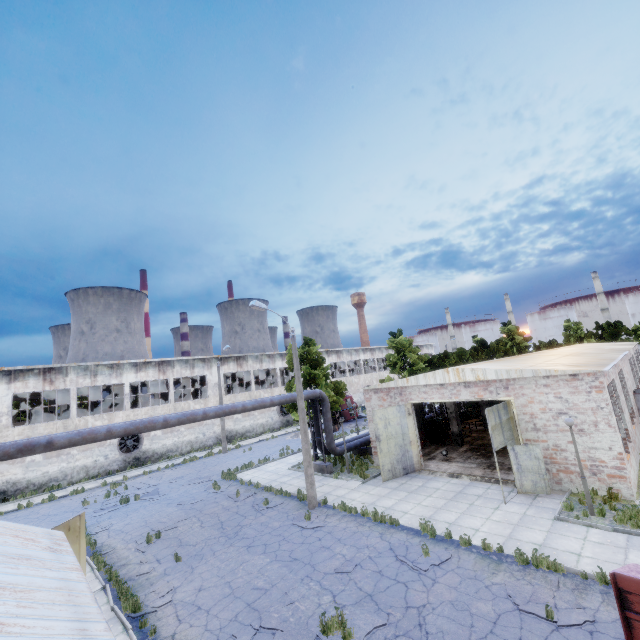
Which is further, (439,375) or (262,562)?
(439,375)

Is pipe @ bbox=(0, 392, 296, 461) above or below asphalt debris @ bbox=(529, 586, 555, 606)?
above

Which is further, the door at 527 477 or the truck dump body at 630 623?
the door at 527 477

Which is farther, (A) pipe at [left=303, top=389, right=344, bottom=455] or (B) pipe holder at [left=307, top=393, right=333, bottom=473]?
(A) pipe at [left=303, top=389, right=344, bottom=455]

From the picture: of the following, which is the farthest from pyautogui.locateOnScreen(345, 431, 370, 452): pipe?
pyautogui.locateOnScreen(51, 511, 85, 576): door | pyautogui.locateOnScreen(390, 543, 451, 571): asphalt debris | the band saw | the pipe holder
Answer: pyautogui.locateOnScreen(390, 543, 451, 571): asphalt debris

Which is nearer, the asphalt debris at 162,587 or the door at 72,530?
the door at 72,530

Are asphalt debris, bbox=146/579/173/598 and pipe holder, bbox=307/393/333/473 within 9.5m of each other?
no

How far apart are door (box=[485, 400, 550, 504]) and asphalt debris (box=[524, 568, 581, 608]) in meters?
4.2 m
